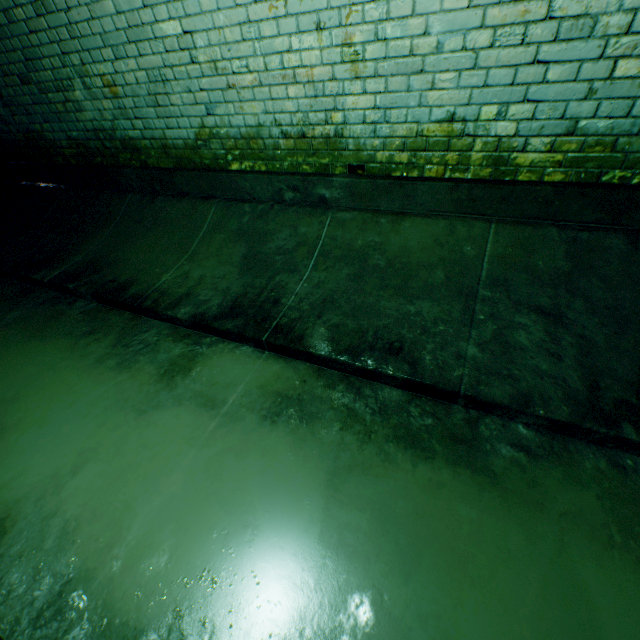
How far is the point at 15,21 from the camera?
3.07m
